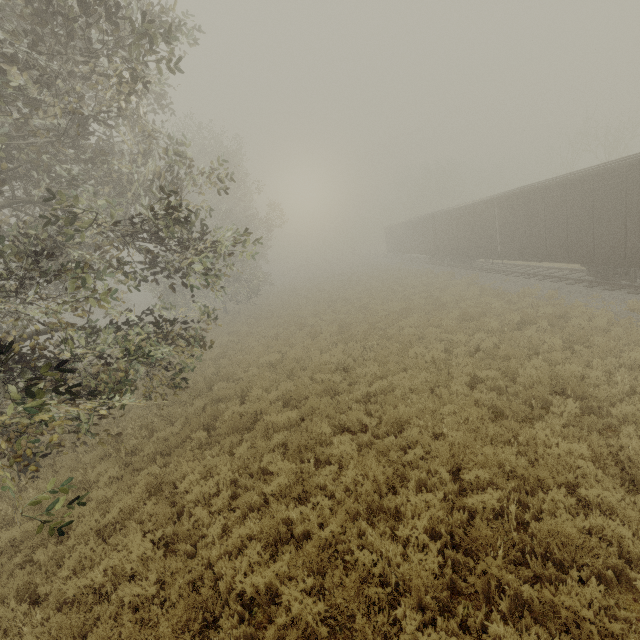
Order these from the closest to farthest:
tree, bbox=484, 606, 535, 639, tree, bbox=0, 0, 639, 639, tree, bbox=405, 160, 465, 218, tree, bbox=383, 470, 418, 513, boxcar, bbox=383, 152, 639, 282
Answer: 1. tree, bbox=484, 606, 535, 639
2. tree, bbox=0, 0, 639, 639
3. tree, bbox=383, 470, 418, 513
4. boxcar, bbox=383, 152, 639, 282
5. tree, bbox=405, 160, 465, 218

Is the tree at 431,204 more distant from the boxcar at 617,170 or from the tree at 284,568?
the tree at 284,568

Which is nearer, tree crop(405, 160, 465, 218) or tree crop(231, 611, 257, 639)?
tree crop(231, 611, 257, 639)

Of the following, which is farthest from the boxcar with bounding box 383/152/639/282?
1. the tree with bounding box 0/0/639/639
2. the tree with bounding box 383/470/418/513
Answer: the tree with bounding box 0/0/639/639

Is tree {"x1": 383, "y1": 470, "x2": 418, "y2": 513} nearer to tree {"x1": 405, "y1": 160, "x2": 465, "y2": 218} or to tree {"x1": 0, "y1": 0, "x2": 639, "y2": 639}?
tree {"x1": 0, "y1": 0, "x2": 639, "y2": 639}

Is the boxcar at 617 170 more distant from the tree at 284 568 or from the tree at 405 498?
the tree at 284 568

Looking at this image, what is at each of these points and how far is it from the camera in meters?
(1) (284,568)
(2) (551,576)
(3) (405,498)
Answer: (1) tree, 4.6
(2) tree, 4.2
(3) tree, 5.8
